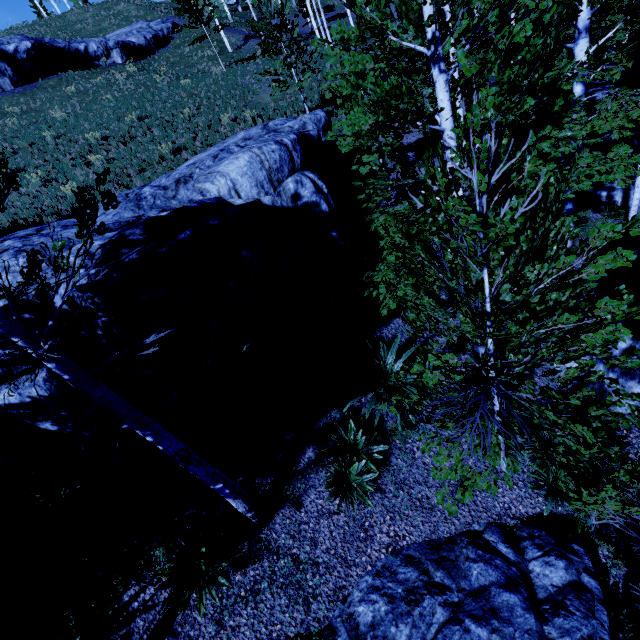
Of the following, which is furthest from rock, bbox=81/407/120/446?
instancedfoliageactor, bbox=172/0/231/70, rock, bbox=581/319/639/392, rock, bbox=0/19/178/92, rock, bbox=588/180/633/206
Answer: rock, bbox=0/19/178/92

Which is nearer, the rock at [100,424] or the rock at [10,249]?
the rock at [10,249]

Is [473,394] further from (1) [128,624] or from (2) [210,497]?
(1) [128,624]

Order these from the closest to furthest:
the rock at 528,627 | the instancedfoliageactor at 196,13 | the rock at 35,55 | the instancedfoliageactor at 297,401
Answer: the rock at 528,627, the instancedfoliageactor at 297,401, the instancedfoliageactor at 196,13, the rock at 35,55

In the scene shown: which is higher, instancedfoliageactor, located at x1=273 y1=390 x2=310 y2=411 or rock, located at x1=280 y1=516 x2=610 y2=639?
instancedfoliageactor, located at x1=273 y1=390 x2=310 y2=411

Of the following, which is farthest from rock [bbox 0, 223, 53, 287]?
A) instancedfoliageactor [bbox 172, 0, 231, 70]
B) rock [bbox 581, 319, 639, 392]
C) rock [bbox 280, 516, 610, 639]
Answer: rock [bbox 581, 319, 639, 392]

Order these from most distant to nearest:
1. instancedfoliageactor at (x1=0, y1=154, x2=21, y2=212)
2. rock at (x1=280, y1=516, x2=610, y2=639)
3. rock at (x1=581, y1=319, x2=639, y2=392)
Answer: rock at (x1=581, y1=319, x2=639, y2=392)
rock at (x1=280, y1=516, x2=610, y2=639)
instancedfoliageactor at (x1=0, y1=154, x2=21, y2=212)

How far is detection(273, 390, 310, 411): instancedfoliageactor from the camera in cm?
603
